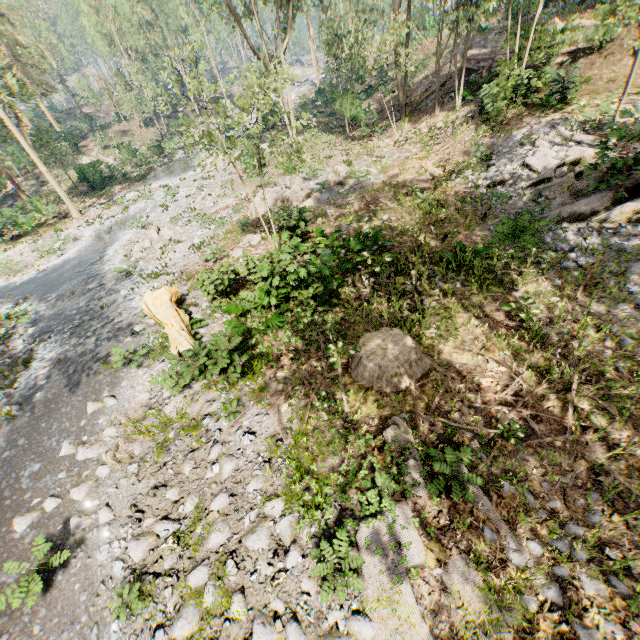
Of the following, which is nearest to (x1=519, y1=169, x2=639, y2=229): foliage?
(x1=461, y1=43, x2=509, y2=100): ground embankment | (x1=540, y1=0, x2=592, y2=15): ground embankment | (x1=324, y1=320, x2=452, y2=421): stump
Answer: (x1=461, y1=43, x2=509, y2=100): ground embankment

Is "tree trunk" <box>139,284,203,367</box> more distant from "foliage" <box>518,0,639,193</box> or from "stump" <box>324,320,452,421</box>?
"stump" <box>324,320,452,421</box>

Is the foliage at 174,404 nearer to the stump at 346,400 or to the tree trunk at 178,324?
the tree trunk at 178,324

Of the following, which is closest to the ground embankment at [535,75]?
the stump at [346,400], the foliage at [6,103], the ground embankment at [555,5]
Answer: the foliage at [6,103]

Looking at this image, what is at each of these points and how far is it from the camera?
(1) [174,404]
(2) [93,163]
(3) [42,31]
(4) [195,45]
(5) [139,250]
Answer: (1) foliage, 8.5m
(2) foliage, 32.4m
(3) foliage, 44.9m
(4) foliage, 7.8m
(5) foliage, 17.8m

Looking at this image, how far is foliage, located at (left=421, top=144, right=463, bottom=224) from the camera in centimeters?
1281cm
